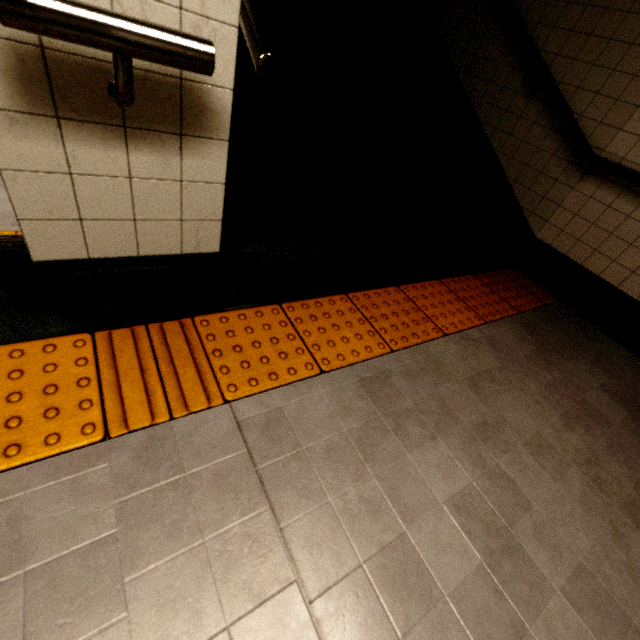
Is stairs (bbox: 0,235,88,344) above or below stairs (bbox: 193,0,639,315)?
below

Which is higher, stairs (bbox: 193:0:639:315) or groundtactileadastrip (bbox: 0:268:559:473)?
stairs (bbox: 193:0:639:315)

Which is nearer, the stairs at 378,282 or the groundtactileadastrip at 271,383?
the groundtactileadastrip at 271,383

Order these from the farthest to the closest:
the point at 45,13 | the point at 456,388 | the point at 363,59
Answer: the point at 363,59, the point at 456,388, the point at 45,13

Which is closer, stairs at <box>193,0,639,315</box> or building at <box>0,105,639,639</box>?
building at <box>0,105,639,639</box>

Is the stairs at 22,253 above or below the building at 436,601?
below

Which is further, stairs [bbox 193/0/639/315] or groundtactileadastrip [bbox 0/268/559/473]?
stairs [bbox 193/0/639/315]

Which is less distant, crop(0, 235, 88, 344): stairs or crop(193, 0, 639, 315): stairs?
crop(0, 235, 88, 344): stairs
